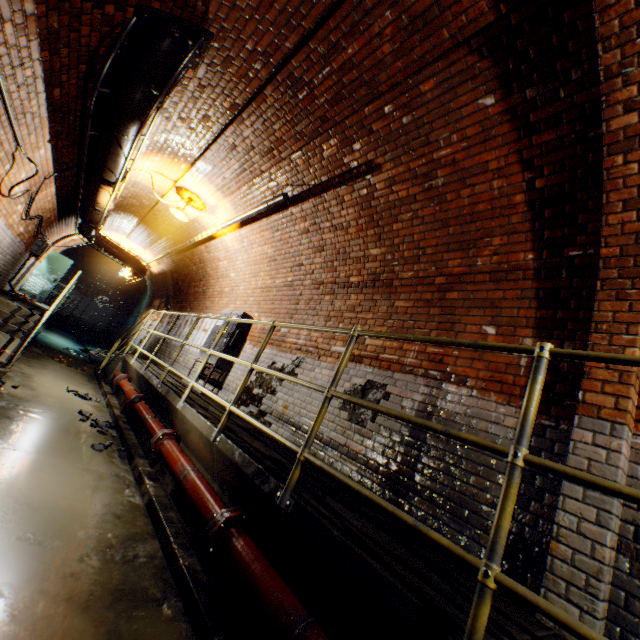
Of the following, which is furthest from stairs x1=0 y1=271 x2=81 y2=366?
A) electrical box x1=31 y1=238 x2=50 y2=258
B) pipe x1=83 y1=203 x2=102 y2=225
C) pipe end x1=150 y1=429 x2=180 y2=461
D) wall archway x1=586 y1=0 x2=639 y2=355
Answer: wall archway x1=586 y1=0 x2=639 y2=355

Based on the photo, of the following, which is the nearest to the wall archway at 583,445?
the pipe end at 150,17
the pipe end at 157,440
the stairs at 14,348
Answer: the pipe end at 150,17

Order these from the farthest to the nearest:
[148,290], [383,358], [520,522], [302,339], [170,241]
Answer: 1. [148,290]
2. [170,241]
3. [302,339]
4. [383,358]
5. [520,522]

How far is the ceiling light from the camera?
7.1m

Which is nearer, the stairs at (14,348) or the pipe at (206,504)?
the pipe at (206,504)

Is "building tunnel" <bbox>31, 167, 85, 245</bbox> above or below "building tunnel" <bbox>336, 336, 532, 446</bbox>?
above

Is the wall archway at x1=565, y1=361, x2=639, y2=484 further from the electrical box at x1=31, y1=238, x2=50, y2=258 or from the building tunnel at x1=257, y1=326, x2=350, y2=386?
the electrical box at x1=31, y1=238, x2=50, y2=258

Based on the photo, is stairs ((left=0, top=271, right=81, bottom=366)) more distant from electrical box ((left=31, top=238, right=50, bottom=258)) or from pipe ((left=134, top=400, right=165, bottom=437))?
electrical box ((left=31, top=238, right=50, bottom=258))
